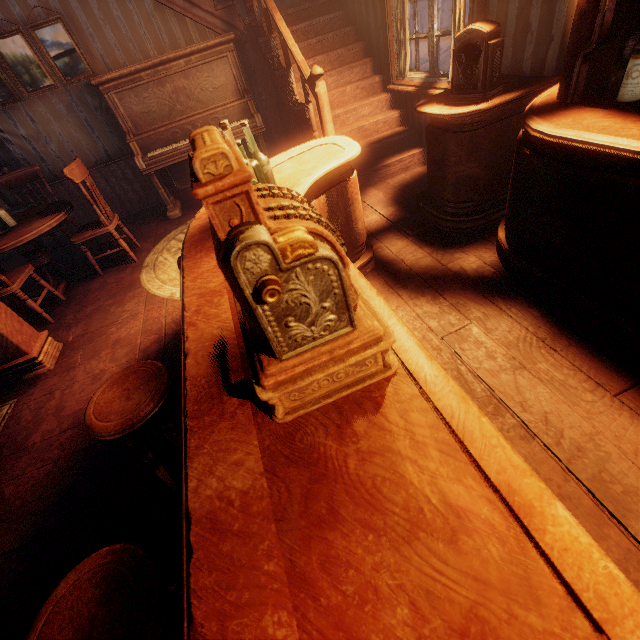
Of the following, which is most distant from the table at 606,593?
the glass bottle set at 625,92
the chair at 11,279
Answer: the chair at 11,279

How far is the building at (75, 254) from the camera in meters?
4.7

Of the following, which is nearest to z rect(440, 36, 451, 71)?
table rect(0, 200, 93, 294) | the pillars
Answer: table rect(0, 200, 93, 294)

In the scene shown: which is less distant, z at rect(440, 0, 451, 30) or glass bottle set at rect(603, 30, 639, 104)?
glass bottle set at rect(603, 30, 639, 104)

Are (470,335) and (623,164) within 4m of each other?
yes

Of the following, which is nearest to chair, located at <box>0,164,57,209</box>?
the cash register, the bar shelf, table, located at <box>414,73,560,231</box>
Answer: table, located at <box>414,73,560,231</box>

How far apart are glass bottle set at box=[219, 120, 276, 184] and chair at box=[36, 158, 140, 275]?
2.7m

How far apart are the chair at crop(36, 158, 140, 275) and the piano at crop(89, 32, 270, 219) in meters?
0.8
